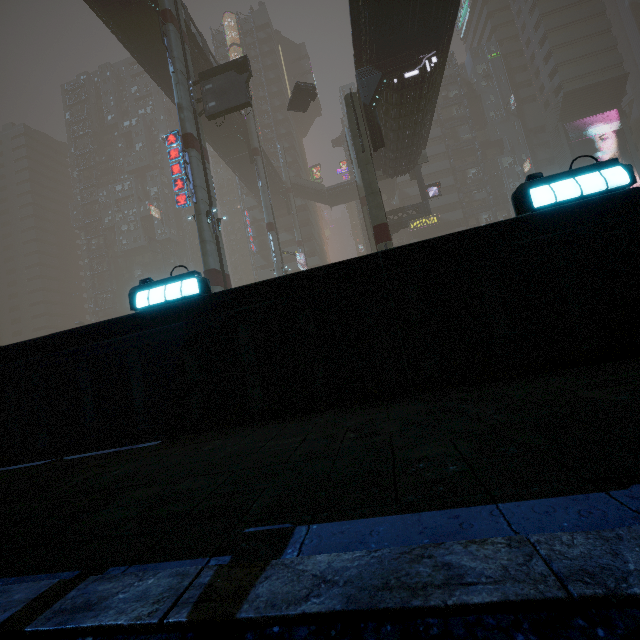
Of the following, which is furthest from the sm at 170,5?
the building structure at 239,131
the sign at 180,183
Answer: the building structure at 239,131

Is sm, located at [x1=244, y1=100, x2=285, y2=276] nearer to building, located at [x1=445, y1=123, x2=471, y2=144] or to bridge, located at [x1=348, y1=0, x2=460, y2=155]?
building, located at [x1=445, y1=123, x2=471, y2=144]

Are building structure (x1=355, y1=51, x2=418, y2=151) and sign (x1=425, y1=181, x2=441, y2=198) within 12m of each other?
no

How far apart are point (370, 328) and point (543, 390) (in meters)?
1.97

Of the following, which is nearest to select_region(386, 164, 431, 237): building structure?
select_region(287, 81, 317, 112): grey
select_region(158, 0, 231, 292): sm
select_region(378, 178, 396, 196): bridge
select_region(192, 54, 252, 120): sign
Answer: select_region(287, 81, 317, 112): grey

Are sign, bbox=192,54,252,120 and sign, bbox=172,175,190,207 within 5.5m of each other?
yes

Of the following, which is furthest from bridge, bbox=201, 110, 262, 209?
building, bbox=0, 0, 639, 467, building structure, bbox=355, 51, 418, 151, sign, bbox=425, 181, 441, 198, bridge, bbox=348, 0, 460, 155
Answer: sign, bbox=425, 181, 441, 198

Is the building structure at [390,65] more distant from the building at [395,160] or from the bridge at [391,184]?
the bridge at [391,184]
